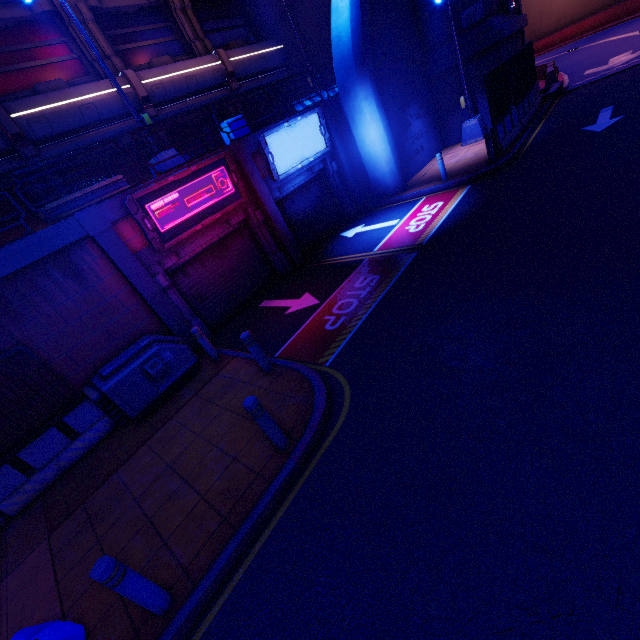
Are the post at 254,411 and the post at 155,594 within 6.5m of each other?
yes

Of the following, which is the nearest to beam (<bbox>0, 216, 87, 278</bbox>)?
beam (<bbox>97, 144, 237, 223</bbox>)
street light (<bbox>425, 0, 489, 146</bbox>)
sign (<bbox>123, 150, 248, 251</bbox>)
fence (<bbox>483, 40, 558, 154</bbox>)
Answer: beam (<bbox>97, 144, 237, 223</bbox>)

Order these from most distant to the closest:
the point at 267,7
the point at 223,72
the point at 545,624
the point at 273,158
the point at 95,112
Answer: the point at 267,7 < the point at 223,72 < the point at 95,112 < the point at 273,158 < the point at 545,624

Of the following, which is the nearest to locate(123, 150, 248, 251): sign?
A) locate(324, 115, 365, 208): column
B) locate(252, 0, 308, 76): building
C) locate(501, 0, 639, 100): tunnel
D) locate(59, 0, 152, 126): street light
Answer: locate(59, 0, 152, 126): street light

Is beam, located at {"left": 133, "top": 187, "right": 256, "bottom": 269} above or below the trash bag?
above

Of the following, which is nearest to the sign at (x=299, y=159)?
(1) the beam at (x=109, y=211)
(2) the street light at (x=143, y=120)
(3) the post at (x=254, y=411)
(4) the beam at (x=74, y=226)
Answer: (1) the beam at (x=109, y=211)

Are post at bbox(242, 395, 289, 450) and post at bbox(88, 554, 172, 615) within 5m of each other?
yes

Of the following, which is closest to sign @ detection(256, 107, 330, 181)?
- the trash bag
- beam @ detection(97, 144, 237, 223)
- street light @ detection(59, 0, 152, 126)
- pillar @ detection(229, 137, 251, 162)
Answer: pillar @ detection(229, 137, 251, 162)
